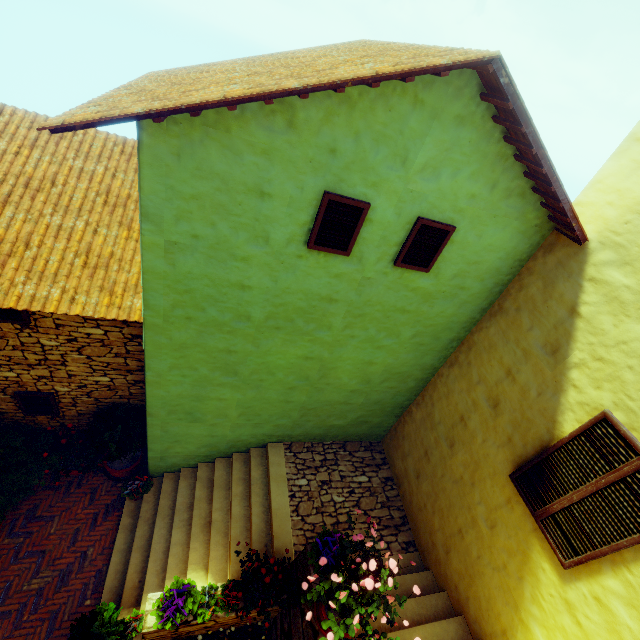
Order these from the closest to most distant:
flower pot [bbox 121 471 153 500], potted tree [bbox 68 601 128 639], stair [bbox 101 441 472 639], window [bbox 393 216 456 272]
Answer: window [bbox 393 216 456 272] < potted tree [bbox 68 601 128 639] < stair [bbox 101 441 472 639] < flower pot [bbox 121 471 153 500]

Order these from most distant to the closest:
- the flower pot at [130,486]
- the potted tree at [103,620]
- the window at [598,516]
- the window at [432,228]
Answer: the flower pot at [130,486], the potted tree at [103,620], the window at [432,228], the window at [598,516]

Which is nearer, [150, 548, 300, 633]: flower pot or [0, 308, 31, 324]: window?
[150, 548, 300, 633]: flower pot

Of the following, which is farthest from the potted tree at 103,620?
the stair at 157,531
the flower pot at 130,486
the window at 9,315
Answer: the window at 9,315

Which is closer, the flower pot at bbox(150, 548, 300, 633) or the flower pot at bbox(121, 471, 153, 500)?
the flower pot at bbox(150, 548, 300, 633)

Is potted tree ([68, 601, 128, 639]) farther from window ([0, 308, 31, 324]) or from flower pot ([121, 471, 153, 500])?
window ([0, 308, 31, 324])

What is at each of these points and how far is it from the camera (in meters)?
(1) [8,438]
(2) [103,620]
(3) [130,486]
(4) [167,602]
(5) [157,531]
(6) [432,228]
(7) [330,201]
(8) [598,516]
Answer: (1) potted tree, 5.82
(2) potted tree, 4.84
(3) flower pot, 6.75
(4) flower pot, 4.22
(5) stair, 6.25
(6) window, 4.09
(7) window, 3.61
(8) window, 3.64

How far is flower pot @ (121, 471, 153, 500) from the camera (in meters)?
6.70
